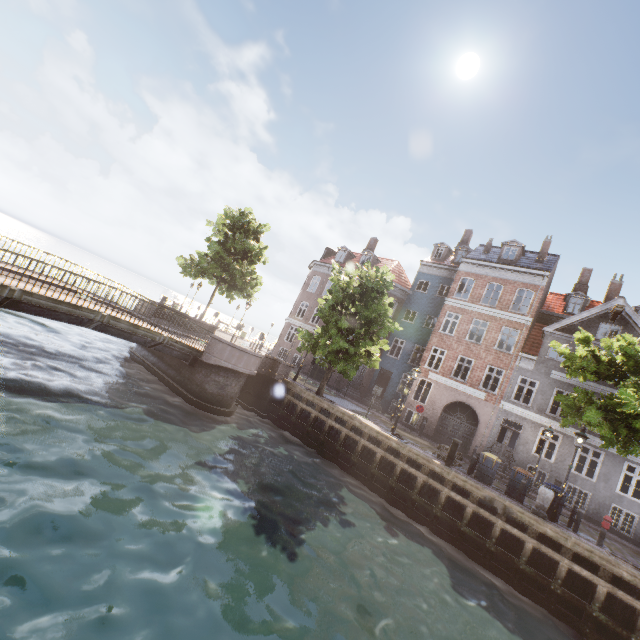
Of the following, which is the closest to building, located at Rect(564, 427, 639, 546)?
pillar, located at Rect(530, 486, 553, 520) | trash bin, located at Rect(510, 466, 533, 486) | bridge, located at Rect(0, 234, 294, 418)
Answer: trash bin, located at Rect(510, 466, 533, 486)

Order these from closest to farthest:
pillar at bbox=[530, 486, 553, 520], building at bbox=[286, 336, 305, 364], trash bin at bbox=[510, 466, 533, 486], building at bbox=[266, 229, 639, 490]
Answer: pillar at bbox=[530, 486, 553, 520] < trash bin at bbox=[510, 466, 533, 486] < building at bbox=[266, 229, 639, 490] < building at bbox=[286, 336, 305, 364]

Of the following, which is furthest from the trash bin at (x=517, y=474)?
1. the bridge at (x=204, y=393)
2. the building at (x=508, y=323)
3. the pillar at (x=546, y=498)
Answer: the bridge at (x=204, y=393)

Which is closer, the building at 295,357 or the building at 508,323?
the building at 508,323

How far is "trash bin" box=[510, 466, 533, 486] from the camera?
13.95m

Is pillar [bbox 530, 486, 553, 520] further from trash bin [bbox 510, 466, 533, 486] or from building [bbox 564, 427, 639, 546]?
building [bbox 564, 427, 639, 546]

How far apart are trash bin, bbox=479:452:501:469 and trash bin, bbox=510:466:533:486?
0.4m

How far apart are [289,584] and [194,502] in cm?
288
